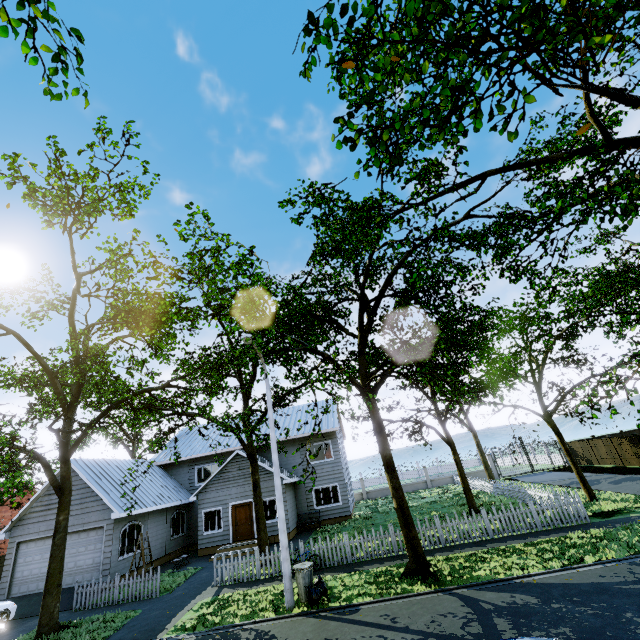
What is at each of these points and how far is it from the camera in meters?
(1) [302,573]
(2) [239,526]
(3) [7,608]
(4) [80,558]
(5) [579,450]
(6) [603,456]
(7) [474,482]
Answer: (1) trash can, 10.6 m
(2) door, 20.7 m
(3) car, 13.8 m
(4) garage door, 16.7 m
(5) fence, 30.7 m
(6) fence, 27.8 m
(7) fence, 26.5 m

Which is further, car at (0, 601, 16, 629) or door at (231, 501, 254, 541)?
door at (231, 501, 254, 541)

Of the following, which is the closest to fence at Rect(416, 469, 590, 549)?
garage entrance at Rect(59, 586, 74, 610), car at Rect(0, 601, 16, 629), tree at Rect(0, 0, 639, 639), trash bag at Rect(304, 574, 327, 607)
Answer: tree at Rect(0, 0, 639, 639)

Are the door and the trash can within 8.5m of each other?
no

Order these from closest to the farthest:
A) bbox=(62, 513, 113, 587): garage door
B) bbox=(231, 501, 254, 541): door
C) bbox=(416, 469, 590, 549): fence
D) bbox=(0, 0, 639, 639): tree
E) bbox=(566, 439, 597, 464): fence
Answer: bbox=(0, 0, 639, 639): tree, bbox=(416, 469, 590, 549): fence, bbox=(62, 513, 113, 587): garage door, bbox=(231, 501, 254, 541): door, bbox=(566, 439, 597, 464): fence

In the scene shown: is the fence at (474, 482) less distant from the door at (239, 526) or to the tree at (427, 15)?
the tree at (427, 15)

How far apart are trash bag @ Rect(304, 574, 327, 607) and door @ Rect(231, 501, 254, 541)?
11.1 meters

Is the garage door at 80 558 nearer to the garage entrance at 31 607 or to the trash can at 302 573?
the garage entrance at 31 607
